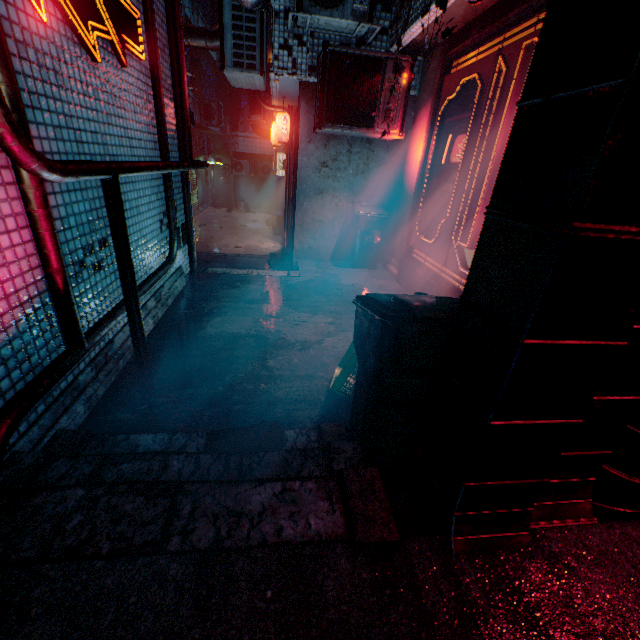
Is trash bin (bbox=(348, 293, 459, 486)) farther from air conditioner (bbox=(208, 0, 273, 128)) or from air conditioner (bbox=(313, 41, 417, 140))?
air conditioner (bbox=(208, 0, 273, 128))

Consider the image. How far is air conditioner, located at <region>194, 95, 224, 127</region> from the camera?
11.8m

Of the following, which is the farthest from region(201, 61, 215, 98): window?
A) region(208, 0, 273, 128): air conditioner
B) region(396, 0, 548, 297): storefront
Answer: region(396, 0, 548, 297): storefront

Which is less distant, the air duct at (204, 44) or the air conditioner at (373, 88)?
the air conditioner at (373, 88)

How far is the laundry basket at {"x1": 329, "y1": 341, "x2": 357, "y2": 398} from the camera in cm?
219

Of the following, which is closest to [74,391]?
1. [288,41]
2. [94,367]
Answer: [94,367]

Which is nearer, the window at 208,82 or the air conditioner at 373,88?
the air conditioner at 373,88

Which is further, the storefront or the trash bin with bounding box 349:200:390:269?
the trash bin with bounding box 349:200:390:269
